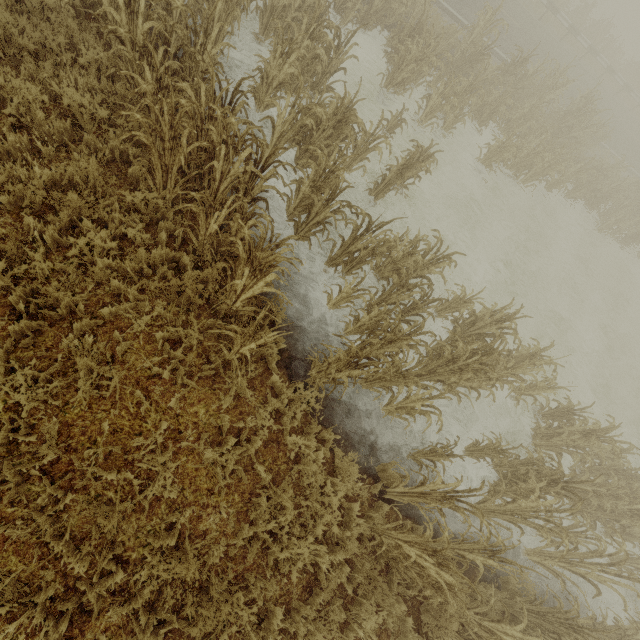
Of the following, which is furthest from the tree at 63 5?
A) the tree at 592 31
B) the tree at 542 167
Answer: the tree at 592 31

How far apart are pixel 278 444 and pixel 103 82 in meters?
6.1

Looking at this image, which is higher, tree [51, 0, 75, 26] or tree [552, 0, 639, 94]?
tree [552, 0, 639, 94]

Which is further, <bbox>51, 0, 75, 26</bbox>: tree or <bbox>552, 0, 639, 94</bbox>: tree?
<bbox>552, 0, 639, 94</bbox>: tree

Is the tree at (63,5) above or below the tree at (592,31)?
below

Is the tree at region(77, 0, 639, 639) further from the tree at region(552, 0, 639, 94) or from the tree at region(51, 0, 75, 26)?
the tree at region(552, 0, 639, 94)
